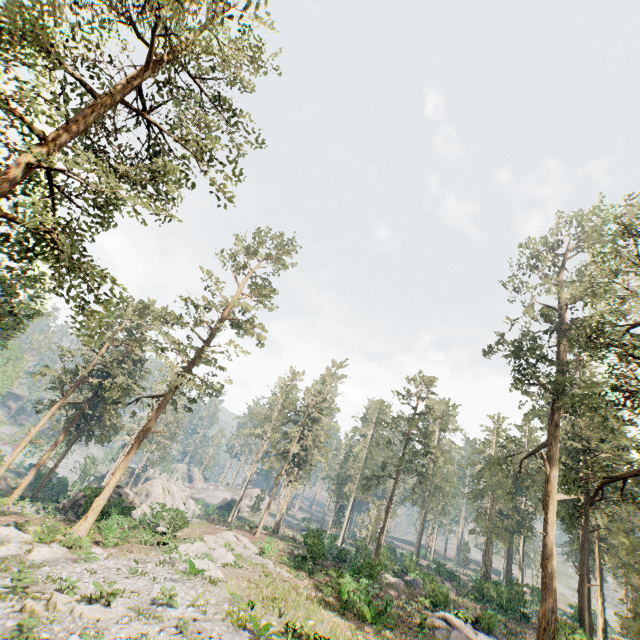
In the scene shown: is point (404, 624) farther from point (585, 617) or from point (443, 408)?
point (443, 408)

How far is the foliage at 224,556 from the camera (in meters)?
21.53

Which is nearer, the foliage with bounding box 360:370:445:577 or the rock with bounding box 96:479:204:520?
the rock with bounding box 96:479:204:520

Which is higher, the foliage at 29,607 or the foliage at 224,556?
the foliage at 224,556

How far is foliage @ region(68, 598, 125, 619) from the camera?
12.8 meters

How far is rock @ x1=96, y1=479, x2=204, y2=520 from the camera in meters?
29.6
